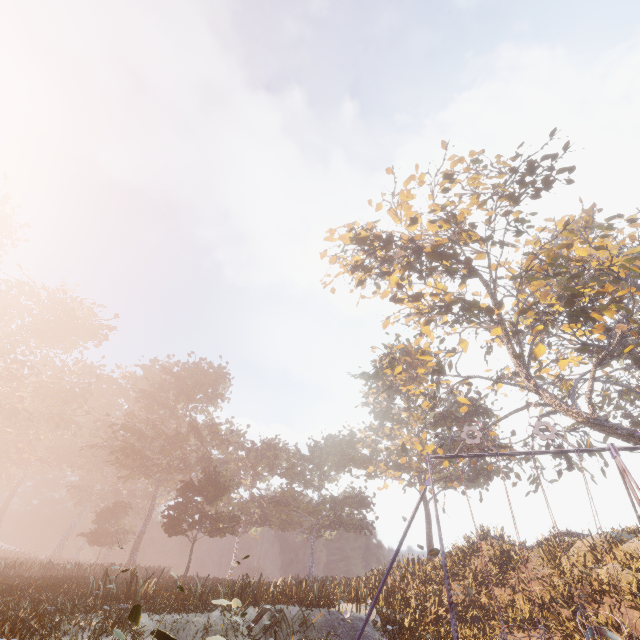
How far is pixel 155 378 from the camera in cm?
4925

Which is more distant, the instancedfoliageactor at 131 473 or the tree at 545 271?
the tree at 545 271

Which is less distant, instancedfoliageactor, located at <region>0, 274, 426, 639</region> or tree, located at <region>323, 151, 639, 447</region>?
instancedfoliageactor, located at <region>0, 274, 426, 639</region>
